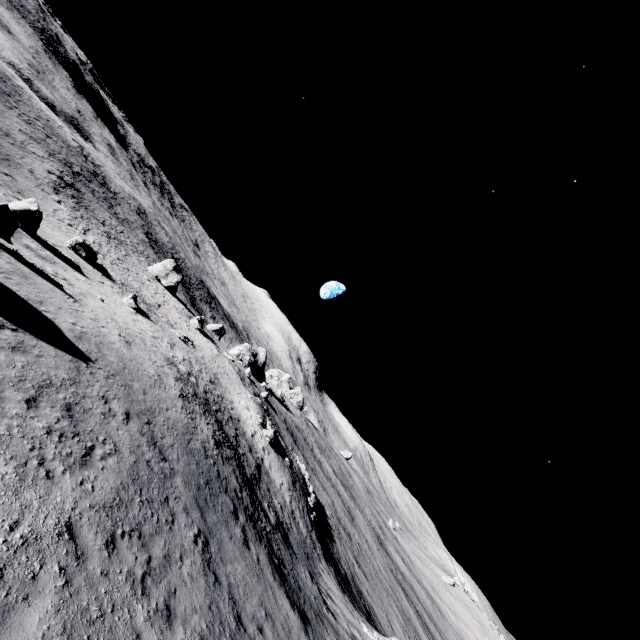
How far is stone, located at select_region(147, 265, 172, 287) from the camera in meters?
59.1 m

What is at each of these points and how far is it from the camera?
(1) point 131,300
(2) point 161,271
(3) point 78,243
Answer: (1) stone, 30.91m
(2) stone, 59.47m
(3) stone, 31.08m

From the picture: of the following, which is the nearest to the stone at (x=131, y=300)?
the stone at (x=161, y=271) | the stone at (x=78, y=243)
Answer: the stone at (x=78, y=243)

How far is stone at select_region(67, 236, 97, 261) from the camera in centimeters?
3092cm

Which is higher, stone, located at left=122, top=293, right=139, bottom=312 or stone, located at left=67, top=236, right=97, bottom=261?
stone, located at left=122, top=293, right=139, bottom=312

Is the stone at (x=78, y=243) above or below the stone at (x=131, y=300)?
below

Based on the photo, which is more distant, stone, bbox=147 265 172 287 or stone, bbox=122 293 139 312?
stone, bbox=147 265 172 287

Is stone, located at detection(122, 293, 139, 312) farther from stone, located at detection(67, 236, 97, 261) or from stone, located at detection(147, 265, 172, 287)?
stone, located at detection(147, 265, 172, 287)
